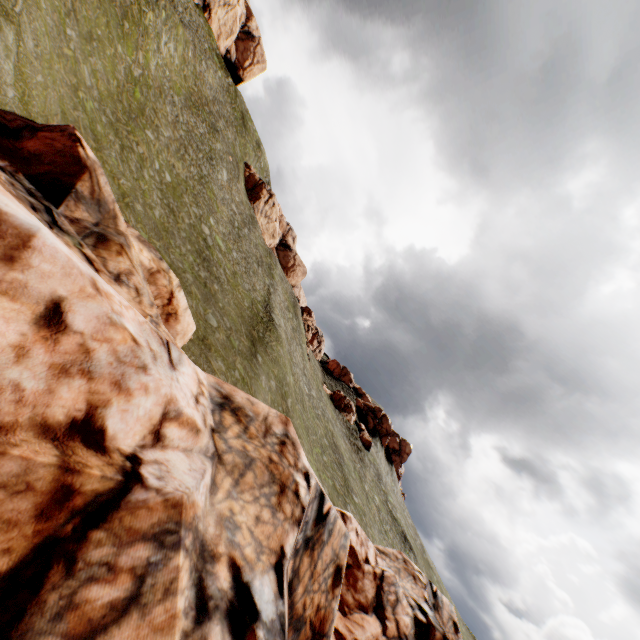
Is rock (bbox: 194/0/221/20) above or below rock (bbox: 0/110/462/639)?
above

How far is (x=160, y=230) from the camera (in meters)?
23.66

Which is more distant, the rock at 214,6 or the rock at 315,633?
the rock at 214,6

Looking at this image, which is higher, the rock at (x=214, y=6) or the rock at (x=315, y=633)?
the rock at (x=214, y=6)

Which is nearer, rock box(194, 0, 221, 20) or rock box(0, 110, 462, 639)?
rock box(0, 110, 462, 639)
